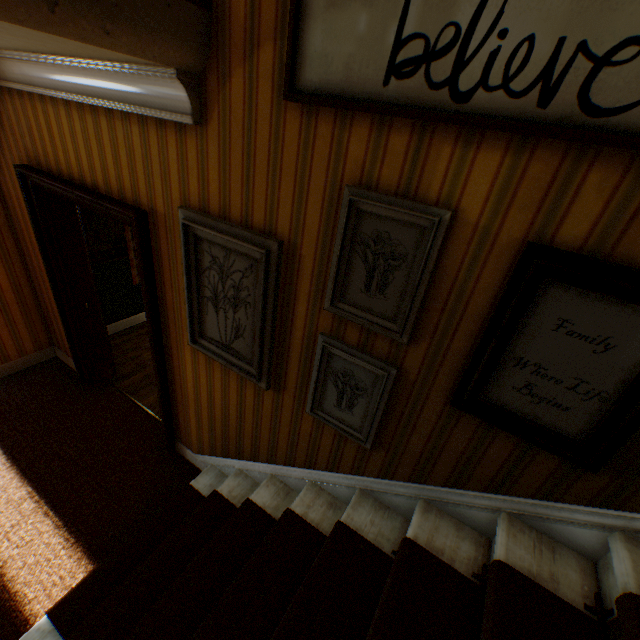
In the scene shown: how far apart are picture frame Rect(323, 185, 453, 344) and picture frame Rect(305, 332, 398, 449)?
0.17m

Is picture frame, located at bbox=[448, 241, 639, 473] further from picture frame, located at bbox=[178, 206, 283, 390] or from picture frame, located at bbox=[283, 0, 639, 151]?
picture frame, located at bbox=[178, 206, 283, 390]

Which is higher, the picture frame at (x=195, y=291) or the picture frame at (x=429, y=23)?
the picture frame at (x=429, y=23)

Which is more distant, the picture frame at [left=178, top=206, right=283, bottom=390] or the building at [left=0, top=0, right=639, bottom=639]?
the picture frame at [left=178, top=206, right=283, bottom=390]

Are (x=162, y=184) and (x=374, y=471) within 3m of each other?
yes

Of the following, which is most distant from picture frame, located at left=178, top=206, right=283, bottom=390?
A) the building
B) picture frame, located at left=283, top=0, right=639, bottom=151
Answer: picture frame, located at left=283, top=0, right=639, bottom=151

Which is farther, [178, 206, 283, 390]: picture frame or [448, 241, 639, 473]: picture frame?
[178, 206, 283, 390]: picture frame

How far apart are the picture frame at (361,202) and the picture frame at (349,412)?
0.17m
